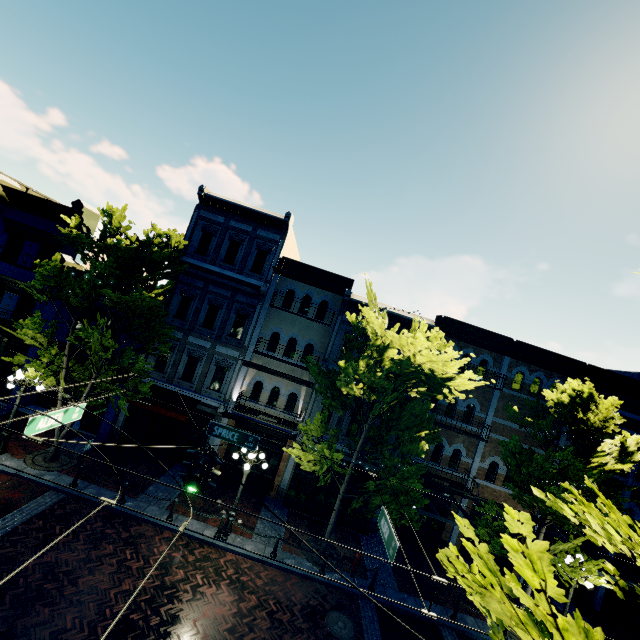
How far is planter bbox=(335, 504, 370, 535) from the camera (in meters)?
15.98

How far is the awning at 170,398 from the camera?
15.95m

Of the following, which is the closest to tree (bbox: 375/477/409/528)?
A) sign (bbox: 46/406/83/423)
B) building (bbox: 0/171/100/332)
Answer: building (bbox: 0/171/100/332)

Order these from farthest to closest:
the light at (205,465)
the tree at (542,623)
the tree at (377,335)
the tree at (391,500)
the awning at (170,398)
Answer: the awning at (170,398) < the tree at (391,500) < the tree at (377,335) < the light at (205,465) < the tree at (542,623)

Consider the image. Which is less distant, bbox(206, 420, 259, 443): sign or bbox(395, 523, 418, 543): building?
bbox(206, 420, 259, 443): sign

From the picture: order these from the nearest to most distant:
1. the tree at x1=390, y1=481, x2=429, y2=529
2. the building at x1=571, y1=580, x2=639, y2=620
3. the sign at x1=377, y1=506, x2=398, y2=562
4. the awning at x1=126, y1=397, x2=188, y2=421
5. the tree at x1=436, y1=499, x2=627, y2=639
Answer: the tree at x1=436, y1=499, x2=627, y2=639 → the sign at x1=377, y1=506, x2=398, y2=562 → the tree at x1=390, y1=481, x2=429, y2=529 → the awning at x1=126, y1=397, x2=188, y2=421 → the building at x1=571, y1=580, x2=639, y2=620

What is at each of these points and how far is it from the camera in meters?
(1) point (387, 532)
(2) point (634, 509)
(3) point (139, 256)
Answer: (1) sign, 7.7 m
(2) building, 16.9 m
(3) tree, 13.5 m

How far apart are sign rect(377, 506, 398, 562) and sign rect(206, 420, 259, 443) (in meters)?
4.23
